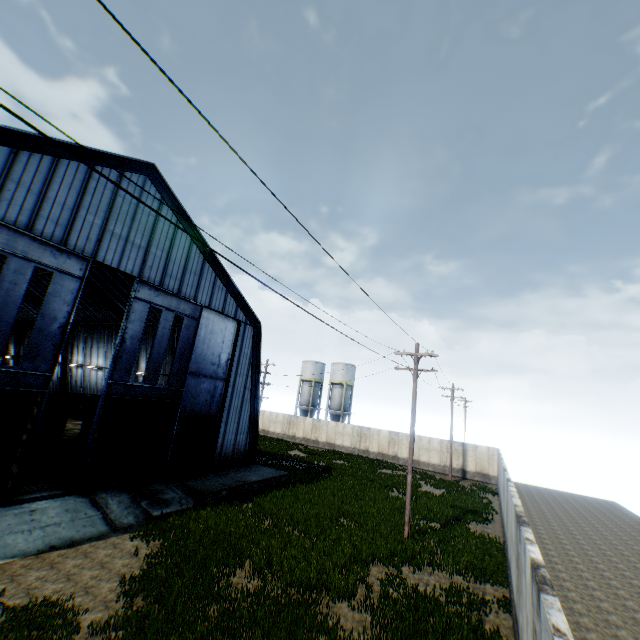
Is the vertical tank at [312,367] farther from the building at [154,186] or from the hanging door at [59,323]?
the hanging door at [59,323]

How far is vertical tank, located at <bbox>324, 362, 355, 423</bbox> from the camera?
50.66m

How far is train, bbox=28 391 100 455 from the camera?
19.94m

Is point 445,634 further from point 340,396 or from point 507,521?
point 340,396

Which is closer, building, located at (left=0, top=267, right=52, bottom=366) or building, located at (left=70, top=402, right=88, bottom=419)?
building, located at (left=0, top=267, right=52, bottom=366)

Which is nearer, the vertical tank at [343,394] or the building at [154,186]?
the building at [154,186]

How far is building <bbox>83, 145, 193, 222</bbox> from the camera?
16.0m
